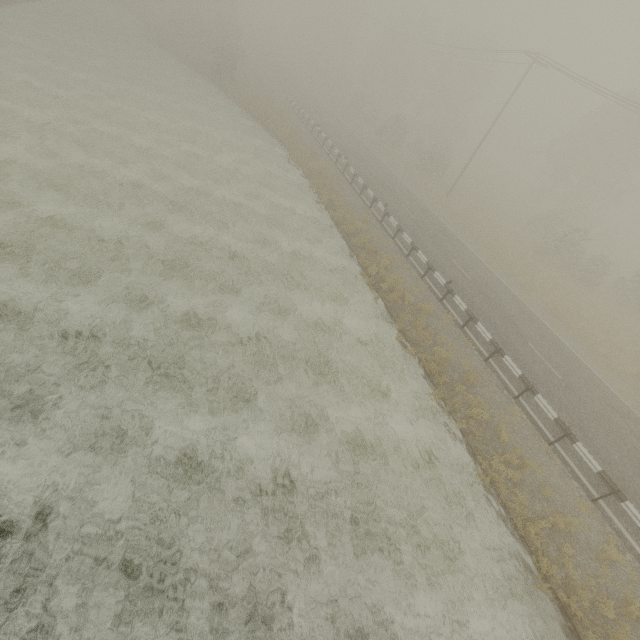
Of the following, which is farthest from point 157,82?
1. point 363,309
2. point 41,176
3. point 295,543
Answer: point 295,543
